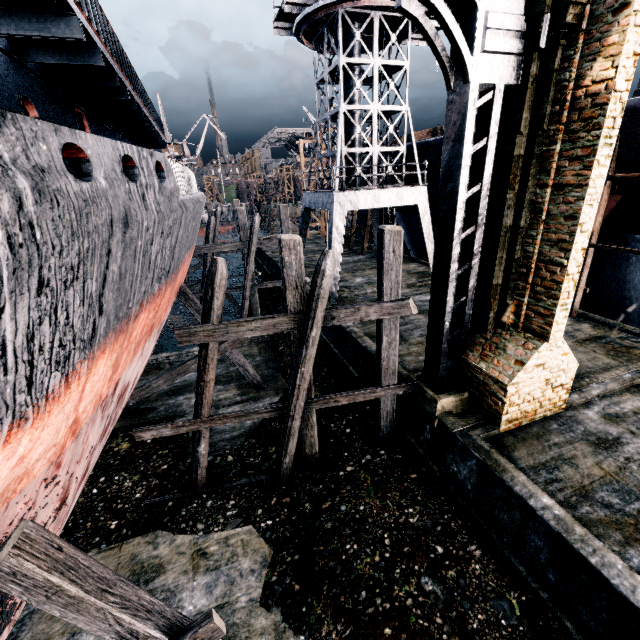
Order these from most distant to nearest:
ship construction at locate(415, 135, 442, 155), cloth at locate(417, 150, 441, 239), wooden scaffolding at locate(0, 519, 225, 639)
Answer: cloth at locate(417, 150, 441, 239) → ship construction at locate(415, 135, 442, 155) → wooden scaffolding at locate(0, 519, 225, 639)

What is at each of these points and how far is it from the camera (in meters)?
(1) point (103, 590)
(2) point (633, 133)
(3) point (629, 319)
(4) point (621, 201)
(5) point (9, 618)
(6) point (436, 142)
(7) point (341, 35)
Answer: (1) wooden scaffolding, 4.28
(2) ship construction, 11.65
(3) ship construction, 15.34
(4) ship construction, 12.95
(5) ship, 5.55
(6) ship construction, 19.47
(7) crane, 15.55

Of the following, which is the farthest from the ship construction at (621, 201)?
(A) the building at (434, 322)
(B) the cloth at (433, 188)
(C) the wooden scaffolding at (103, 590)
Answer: (A) the building at (434, 322)

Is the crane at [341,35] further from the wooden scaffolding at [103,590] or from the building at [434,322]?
the building at [434,322]

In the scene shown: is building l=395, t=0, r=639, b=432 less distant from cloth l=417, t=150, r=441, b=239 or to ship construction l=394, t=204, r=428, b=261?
ship construction l=394, t=204, r=428, b=261

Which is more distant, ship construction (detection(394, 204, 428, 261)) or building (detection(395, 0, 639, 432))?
ship construction (detection(394, 204, 428, 261))

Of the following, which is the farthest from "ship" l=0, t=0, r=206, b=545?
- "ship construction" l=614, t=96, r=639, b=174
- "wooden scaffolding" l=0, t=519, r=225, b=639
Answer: "ship construction" l=614, t=96, r=639, b=174

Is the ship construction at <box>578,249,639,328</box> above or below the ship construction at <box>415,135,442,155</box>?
below
